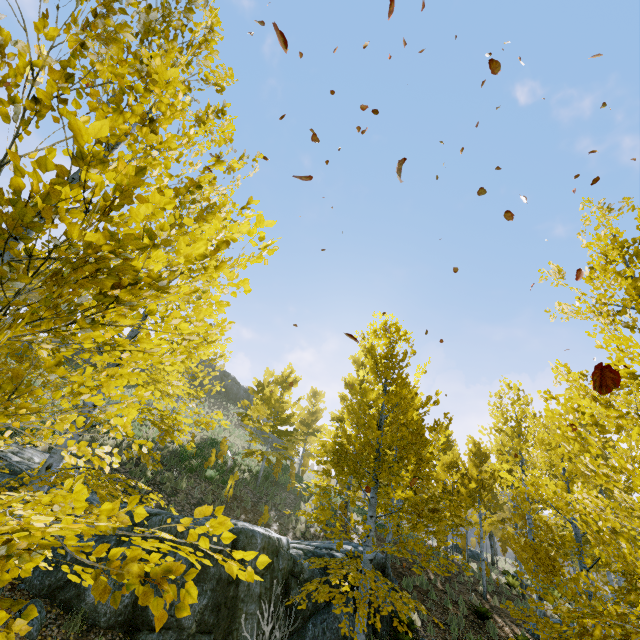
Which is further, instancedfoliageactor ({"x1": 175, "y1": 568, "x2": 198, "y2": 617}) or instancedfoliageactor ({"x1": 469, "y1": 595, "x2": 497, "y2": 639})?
instancedfoliageactor ({"x1": 469, "y1": 595, "x2": 497, "y2": 639})

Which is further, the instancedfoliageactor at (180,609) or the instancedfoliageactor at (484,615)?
the instancedfoliageactor at (484,615)

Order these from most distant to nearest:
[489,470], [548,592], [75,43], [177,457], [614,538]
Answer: [177,457]
[489,470]
[614,538]
[548,592]
[75,43]

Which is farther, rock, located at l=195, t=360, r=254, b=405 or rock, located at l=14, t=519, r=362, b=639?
rock, located at l=195, t=360, r=254, b=405

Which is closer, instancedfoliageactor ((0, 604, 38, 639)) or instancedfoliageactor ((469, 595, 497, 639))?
instancedfoliageactor ((0, 604, 38, 639))

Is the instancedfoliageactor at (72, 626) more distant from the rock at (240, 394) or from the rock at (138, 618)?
the rock at (240, 394)

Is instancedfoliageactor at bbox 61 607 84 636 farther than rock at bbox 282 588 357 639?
No

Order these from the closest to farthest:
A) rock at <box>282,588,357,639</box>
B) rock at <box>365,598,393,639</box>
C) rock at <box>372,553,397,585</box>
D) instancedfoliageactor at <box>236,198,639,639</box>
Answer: instancedfoliageactor at <box>236,198,639,639</box>, rock at <box>282,588,357,639</box>, rock at <box>365,598,393,639</box>, rock at <box>372,553,397,585</box>
